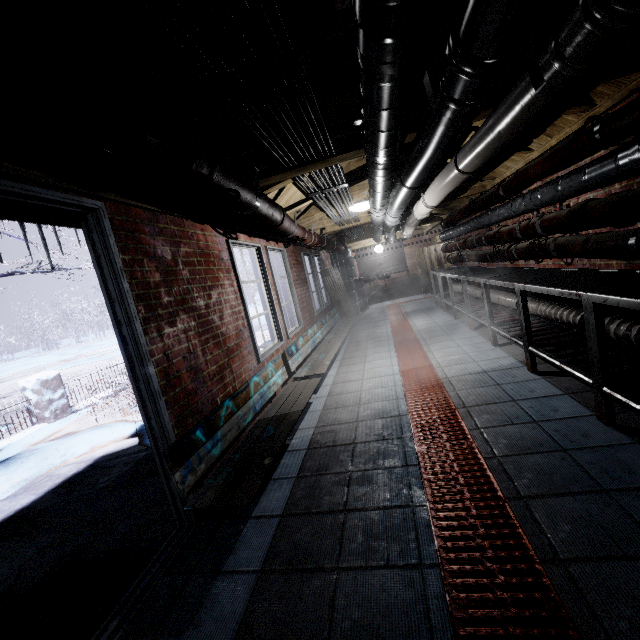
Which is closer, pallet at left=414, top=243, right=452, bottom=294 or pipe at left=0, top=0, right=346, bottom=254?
pipe at left=0, top=0, right=346, bottom=254

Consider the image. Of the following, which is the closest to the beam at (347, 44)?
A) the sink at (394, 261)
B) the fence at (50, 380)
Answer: the fence at (50, 380)

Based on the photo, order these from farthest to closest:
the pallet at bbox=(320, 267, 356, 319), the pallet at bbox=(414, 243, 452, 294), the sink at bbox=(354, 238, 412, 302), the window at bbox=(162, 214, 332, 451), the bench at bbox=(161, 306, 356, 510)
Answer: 1. the sink at bbox=(354, 238, 412, 302)
2. the pallet at bbox=(414, 243, 452, 294)
3. the pallet at bbox=(320, 267, 356, 319)
4. the window at bbox=(162, 214, 332, 451)
5. the bench at bbox=(161, 306, 356, 510)

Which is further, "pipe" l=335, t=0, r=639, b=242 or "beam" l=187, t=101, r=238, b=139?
"beam" l=187, t=101, r=238, b=139

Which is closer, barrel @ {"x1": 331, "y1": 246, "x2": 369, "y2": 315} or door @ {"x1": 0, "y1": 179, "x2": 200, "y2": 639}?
door @ {"x1": 0, "y1": 179, "x2": 200, "y2": 639}

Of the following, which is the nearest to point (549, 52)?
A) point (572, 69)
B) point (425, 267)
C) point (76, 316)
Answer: point (572, 69)

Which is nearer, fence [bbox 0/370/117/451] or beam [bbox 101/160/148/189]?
beam [bbox 101/160/148/189]

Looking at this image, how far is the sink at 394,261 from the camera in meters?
11.0
